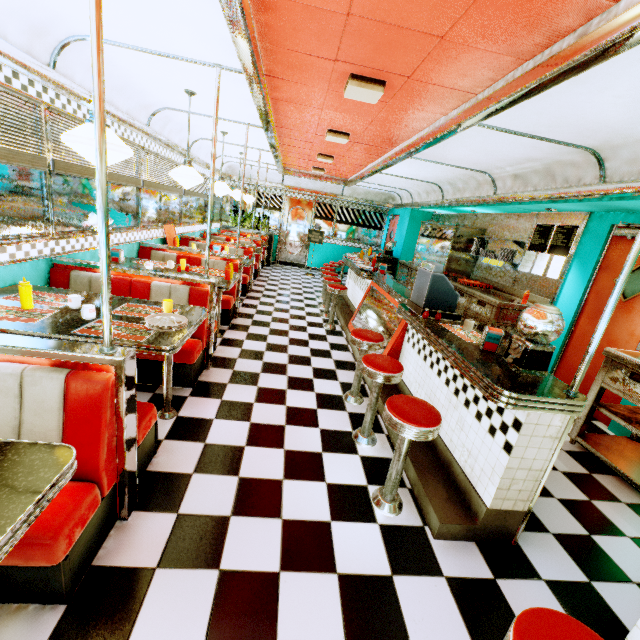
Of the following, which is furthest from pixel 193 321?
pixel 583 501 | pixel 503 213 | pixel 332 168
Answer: pixel 332 168

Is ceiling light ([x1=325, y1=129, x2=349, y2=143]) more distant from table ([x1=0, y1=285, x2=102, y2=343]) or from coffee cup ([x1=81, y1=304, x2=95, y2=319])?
coffee cup ([x1=81, y1=304, x2=95, y2=319])

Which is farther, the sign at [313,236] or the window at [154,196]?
the sign at [313,236]

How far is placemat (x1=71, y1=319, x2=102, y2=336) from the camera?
2.2m

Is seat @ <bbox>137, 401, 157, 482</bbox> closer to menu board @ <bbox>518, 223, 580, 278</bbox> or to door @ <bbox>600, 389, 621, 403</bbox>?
door @ <bbox>600, 389, 621, 403</bbox>

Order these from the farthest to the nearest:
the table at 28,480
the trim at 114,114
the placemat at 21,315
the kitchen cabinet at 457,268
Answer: the kitchen cabinet at 457,268
the trim at 114,114
the placemat at 21,315
the table at 28,480

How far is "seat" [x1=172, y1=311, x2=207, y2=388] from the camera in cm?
326

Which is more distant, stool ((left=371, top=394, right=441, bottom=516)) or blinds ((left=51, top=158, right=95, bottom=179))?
blinds ((left=51, top=158, right=95, bottom=179))
